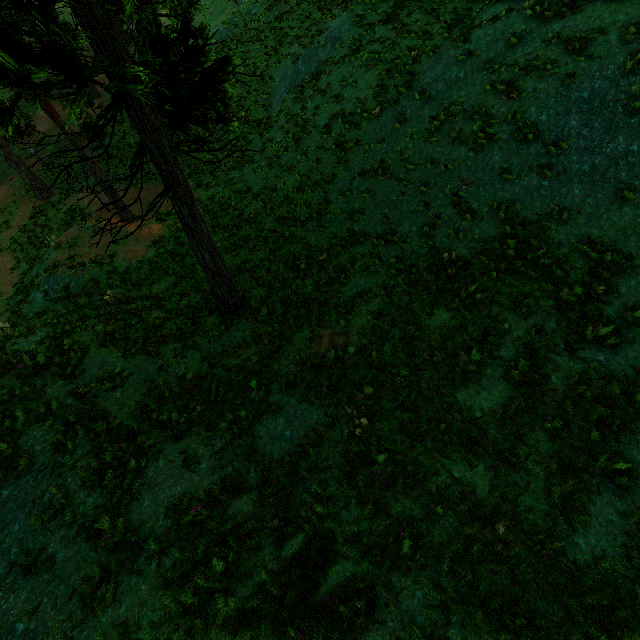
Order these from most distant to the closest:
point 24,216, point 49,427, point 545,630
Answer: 1. point 24,216
2. point 49,427
3. point 545,630
